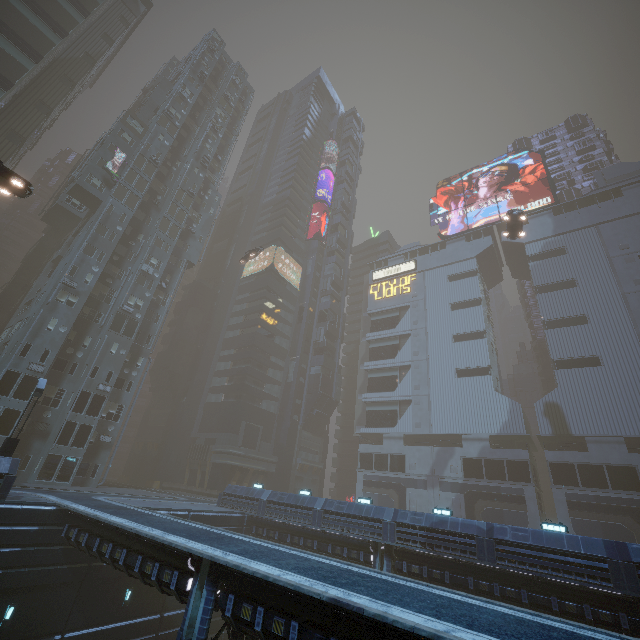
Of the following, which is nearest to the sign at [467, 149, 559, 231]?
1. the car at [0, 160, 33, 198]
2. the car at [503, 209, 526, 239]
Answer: the car at [503, 209, 526, 239]

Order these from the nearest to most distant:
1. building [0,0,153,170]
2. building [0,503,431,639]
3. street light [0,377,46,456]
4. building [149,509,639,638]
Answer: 1. building [0,503,431,639]
2. building [149,509,639,638]
3. street light [0,377,46,456]
4. building [0,0,153,170]

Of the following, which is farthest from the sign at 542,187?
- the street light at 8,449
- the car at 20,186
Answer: the street light at 8,449

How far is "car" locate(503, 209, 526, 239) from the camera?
34.4m

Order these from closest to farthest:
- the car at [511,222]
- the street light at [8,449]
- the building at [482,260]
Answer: the street light at [8,449] < the building at [482,260] < the car at [511,222]

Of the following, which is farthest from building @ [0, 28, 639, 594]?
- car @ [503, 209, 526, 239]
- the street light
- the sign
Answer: car @ [503, 209, 526, 239]

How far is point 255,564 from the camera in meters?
10.7

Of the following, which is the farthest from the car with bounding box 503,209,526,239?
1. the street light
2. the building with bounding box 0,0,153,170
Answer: the street light
